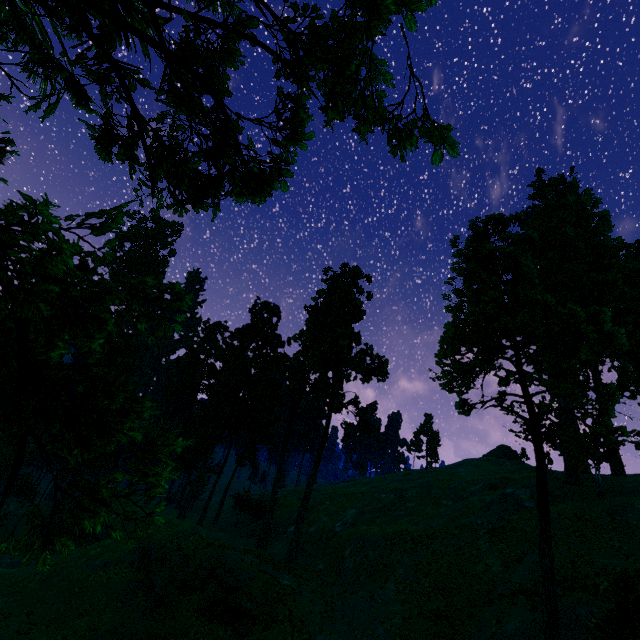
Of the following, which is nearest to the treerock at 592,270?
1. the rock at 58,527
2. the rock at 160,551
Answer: the rock at 58,527

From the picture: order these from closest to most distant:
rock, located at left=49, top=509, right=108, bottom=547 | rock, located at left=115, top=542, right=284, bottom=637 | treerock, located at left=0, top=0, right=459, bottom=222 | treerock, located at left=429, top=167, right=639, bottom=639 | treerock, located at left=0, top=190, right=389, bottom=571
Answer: treerock, located at left=0, top=190, right=389, bottom=571 < treerock, located at left=0, top=0, right=459, bottom=222 < treerock, located at left=429, top=167, right=639, bottom=639 < rock, located at left=115, top=542, right=284, bottom=637 < rock, located at left=49, top=509, right=108, bottom=547

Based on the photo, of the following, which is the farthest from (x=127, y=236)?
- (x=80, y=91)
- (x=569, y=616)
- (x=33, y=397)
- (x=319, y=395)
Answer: (x=569, y=616)

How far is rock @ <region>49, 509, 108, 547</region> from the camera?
32.7m

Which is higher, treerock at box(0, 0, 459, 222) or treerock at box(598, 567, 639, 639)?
treerock at box(0, 0, 459, 222)

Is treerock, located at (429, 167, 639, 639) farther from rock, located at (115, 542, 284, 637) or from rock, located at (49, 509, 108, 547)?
rock, located at (115, 542, 284, 637)

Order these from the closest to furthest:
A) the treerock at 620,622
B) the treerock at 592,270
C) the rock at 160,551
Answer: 1. the treerock at 620,622
2. the treerock at 592,270
3. the rock at 160,551
